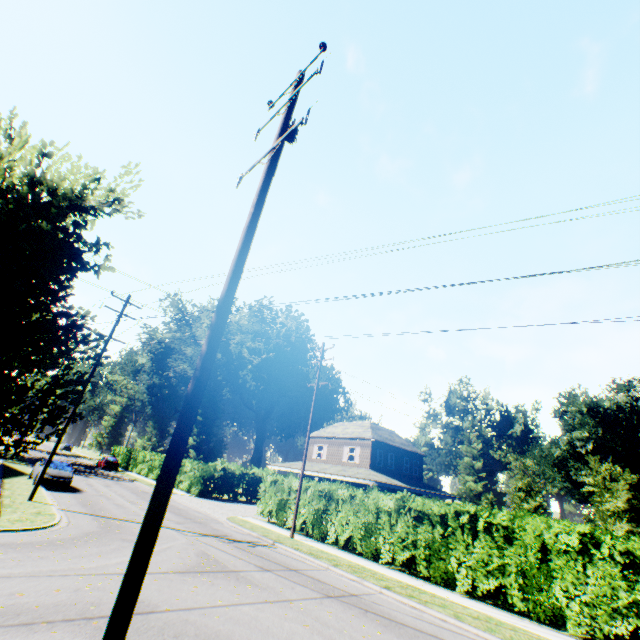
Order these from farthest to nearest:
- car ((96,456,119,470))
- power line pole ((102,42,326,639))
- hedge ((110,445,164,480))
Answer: car ((96,456,119,470)) < hedge ((110,445,164,480)) < power line pole ((102,42,326,639))

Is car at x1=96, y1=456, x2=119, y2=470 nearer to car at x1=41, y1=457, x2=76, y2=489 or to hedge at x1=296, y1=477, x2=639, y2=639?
car at x1=41, y1=457, x2=76, y2=489

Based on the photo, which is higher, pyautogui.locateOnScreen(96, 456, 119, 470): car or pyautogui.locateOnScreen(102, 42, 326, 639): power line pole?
pyautogui.locateOnScreen(102, 42, 326, 639): power line pole

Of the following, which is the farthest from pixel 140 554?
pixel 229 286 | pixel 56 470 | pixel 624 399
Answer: pixel 624 399

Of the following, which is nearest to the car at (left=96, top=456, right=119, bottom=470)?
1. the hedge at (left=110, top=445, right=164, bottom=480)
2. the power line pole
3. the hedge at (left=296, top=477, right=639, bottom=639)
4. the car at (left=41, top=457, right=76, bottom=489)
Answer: the hedge at (left=110, top=445, right=164, bottom=480)

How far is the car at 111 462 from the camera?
41.7 meters

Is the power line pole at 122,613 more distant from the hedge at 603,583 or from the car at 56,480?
the car at 56,480
